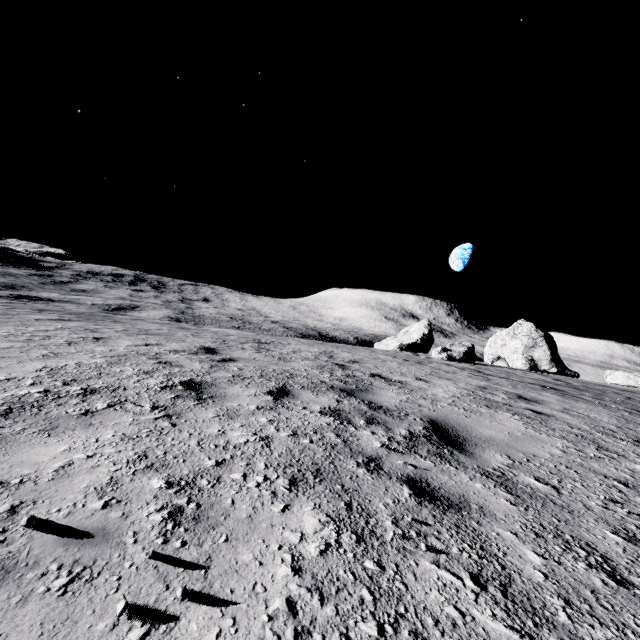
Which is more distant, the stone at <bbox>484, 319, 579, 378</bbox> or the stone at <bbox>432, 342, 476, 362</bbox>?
the stone at <bbox>484, 319, 579, 378</bbox>

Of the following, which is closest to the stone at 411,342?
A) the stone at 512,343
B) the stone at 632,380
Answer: the stone at 512,343

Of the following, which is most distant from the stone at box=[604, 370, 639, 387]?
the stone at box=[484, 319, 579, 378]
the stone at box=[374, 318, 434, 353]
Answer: the stone at box=[374, 318, 434, 353]

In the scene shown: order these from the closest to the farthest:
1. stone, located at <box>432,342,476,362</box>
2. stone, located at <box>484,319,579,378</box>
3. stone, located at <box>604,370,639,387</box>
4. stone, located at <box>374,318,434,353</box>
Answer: stone, located at <box>432,342,476,362</box> → stone, located at <box>604,370,639,387</box> → stone, located at <box>484,319,579,378</box> → stone, located at <box>374,318,434,353</box>

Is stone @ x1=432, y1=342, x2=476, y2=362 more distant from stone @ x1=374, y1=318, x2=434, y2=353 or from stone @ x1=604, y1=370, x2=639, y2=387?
stone @ x1=374, y1=318, x2=434, y2=353

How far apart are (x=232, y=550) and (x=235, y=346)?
7.9 meters

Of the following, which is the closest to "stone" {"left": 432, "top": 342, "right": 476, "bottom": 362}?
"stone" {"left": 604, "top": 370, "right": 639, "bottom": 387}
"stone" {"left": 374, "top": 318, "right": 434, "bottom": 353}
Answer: "stone" {"left": 604, "top": 370, "right": 639, "bottom": 387}

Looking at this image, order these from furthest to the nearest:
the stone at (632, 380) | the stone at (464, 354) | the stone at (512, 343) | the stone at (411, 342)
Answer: the stone at (411, 342) < the stone at (512, 343) < the stone at (632, 380) < the stone at (464, 354)
